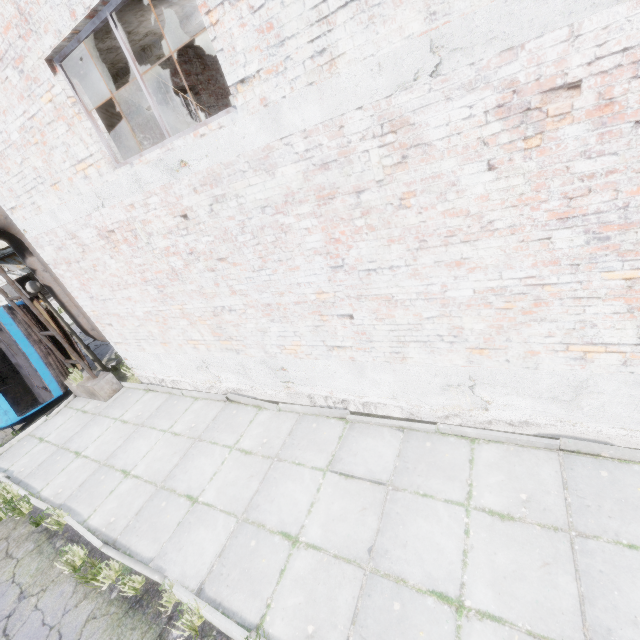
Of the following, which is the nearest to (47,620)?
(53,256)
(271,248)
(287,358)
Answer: (287,358)

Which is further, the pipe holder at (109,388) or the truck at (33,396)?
the truck at (33,396)

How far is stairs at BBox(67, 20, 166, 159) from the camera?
4.6 meters

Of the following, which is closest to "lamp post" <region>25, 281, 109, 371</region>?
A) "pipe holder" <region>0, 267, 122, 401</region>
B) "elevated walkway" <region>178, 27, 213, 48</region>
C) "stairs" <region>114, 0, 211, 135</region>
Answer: "pipe holder" <region>0, 267, 122, 401</region>

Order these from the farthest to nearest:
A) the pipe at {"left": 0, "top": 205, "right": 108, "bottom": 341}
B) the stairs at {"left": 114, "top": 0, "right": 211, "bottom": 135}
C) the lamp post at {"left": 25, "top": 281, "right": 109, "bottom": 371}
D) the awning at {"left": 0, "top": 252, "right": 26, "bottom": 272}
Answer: the awning at {"left": 0, "top": 252, "right": 26, "bottom": 272} < the lamp post at {"left": 25, "top": 281, "right": 109, "bottom": 371} < the pipe at {"left": 0, "top": 205, "right": 108, "bottom": 341} < the stairs at {"left": 114, "top": 0, "right": 211, "bottom": 135}

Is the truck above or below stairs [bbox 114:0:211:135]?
below

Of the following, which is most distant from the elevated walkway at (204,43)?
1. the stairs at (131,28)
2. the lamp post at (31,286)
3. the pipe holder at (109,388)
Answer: the lamp post at (31,286)

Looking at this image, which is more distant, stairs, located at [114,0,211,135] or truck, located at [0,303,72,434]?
truck, located at [0,303,72,434]
